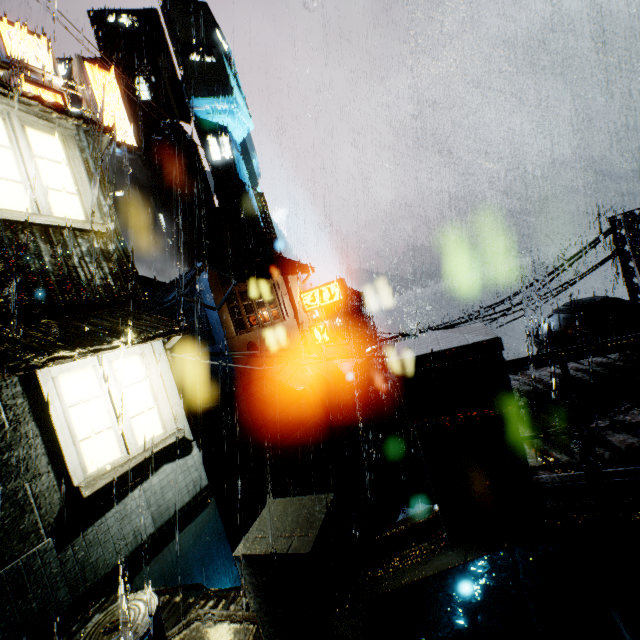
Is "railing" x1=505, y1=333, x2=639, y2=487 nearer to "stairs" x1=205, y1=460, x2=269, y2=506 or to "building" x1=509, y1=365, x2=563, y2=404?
"building" x1=509, y1=365, x2=563, y2=404

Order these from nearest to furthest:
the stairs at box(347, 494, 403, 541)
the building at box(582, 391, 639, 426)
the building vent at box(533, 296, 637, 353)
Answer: the building at box(582, 391, 639, 426), the building vent at box(533, 296, 637, 353), the stairs at box(347, 494, 403, 541)

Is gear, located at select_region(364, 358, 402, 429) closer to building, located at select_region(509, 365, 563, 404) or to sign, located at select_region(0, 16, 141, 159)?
building, located at select_region(509, 365, 563, 404)

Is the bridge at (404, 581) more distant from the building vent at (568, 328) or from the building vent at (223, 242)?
the building vent at (223, 242)

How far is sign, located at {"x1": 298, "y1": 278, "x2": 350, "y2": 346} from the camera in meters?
22.9

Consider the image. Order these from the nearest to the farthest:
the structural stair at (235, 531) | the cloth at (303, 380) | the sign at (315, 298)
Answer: the structural stair at (235, 531), the cloth at (303, 380), the sign at (315, 298)

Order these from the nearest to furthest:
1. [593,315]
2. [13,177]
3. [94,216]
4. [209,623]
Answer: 1. [209,623]
2. [13,177]
3. [94,216]
4. [593,315]

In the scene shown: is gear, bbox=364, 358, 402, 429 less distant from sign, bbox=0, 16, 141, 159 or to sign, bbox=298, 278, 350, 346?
sign, bbox=298, 278, 350, 346
